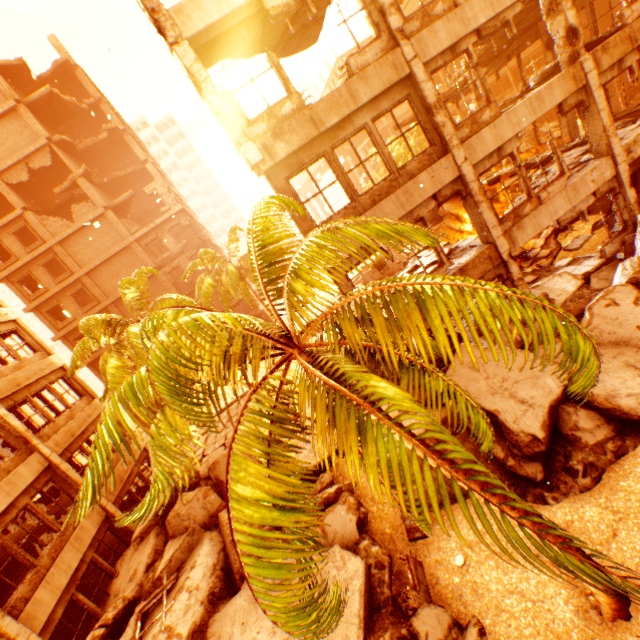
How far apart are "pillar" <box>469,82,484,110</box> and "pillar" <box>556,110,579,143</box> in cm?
456

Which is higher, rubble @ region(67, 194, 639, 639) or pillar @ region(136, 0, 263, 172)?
pillar @ region(136, 0, 263, 172)

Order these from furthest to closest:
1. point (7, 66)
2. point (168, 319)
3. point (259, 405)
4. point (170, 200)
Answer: point (170, 200) → point (7, 66) → point (168, 319) → point (259, 405)

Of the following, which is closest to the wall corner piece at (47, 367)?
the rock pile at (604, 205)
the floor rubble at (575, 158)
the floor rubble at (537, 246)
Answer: the rock pile at (604, 205)

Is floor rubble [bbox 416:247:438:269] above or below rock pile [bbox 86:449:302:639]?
above

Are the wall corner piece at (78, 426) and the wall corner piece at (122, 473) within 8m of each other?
yes

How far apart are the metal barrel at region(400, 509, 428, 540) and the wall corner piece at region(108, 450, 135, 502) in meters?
12.0 m
